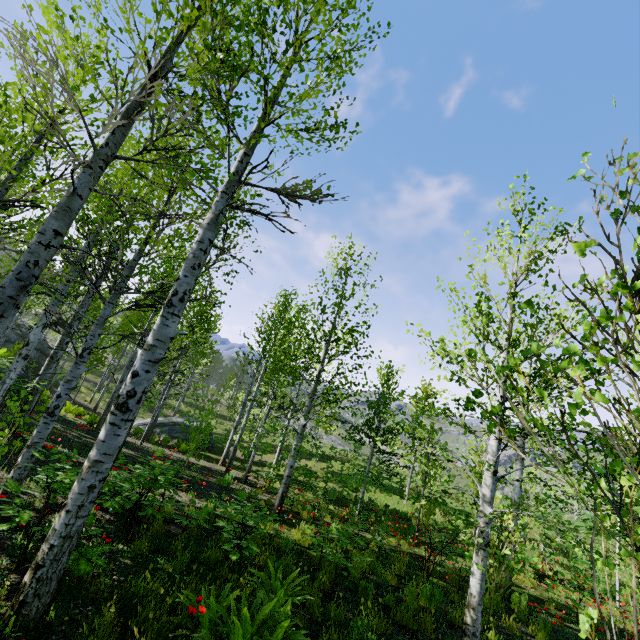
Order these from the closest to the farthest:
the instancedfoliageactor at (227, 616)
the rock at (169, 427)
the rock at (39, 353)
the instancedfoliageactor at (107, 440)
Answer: the instancedfoliageactor at (227, 616) < the instancedfoliageactor at (107, 440) < the rock at (169, 427) < the rock at (39, 353)

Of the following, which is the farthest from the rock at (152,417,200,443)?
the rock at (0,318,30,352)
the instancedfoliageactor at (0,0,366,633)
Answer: the instancedfoliageactor at (0,0,366,633)

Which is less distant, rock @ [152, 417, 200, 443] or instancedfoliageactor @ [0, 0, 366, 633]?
instancedfoliageactor @ [0, 0, 366, 633]

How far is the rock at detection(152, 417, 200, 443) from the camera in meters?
20.7

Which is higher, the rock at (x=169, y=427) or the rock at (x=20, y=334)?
the rock at (x=20, y=334)

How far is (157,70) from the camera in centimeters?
342cm

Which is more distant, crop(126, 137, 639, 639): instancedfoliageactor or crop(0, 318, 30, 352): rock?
crop(0, 318, 30, 352): rock

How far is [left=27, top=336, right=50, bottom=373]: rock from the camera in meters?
26.1
